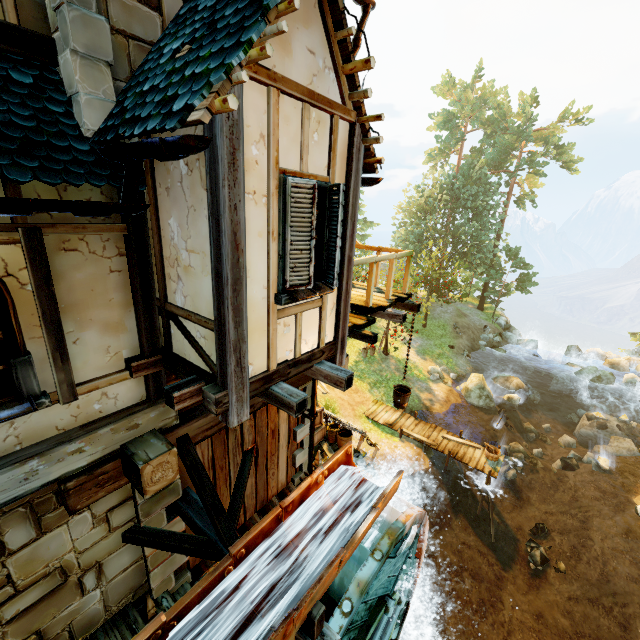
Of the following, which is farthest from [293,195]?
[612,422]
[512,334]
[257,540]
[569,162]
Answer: [569,162]

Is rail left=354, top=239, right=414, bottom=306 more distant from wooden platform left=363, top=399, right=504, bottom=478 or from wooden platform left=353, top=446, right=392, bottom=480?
wooden platform left=363, top=399, right=504, bottom=478

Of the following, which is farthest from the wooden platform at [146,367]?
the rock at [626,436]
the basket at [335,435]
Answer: the rock at [626,436]

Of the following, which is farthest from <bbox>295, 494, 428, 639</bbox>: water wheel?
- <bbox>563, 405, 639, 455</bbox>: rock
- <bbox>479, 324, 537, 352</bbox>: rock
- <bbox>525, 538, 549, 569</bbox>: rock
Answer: <bbox>479, 324, 537, 352</bbox>: rock

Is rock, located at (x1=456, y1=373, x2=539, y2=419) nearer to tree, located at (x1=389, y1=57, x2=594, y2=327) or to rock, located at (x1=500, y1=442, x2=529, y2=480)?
rock, located at (x1=500, y1=442, x2=529, y2=480)

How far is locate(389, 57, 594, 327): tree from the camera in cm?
3023

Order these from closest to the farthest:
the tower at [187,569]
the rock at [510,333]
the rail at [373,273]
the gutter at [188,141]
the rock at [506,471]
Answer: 1. the gutter at [188,141]
2. the tower at [187,569]
3. the rail at [373,273]
4. the rock at [506,471]
5. the rock at [510,333]

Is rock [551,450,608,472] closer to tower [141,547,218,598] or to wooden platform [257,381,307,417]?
A: tower [141,547,218,598]
